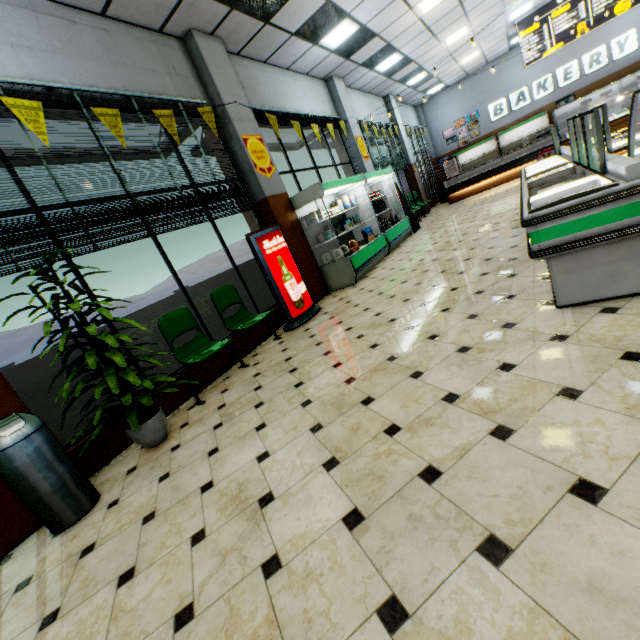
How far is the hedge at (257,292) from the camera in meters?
5.8

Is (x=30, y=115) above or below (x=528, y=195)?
above

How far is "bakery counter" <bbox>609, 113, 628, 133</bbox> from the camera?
10.2m

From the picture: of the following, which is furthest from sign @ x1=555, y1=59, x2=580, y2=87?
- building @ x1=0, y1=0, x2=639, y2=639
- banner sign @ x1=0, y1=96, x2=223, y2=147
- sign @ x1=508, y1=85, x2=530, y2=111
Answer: banner sign @ x1=0, y1=96, x2=223, y2=147

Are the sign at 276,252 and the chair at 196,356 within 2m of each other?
yes

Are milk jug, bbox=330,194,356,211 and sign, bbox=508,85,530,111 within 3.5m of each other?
no

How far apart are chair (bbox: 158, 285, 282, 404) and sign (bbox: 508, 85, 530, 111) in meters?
17.4

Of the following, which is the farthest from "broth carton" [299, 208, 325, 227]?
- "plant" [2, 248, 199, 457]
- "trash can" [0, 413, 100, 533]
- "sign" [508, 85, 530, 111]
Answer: "sign" [508, 85, 530, 111]
